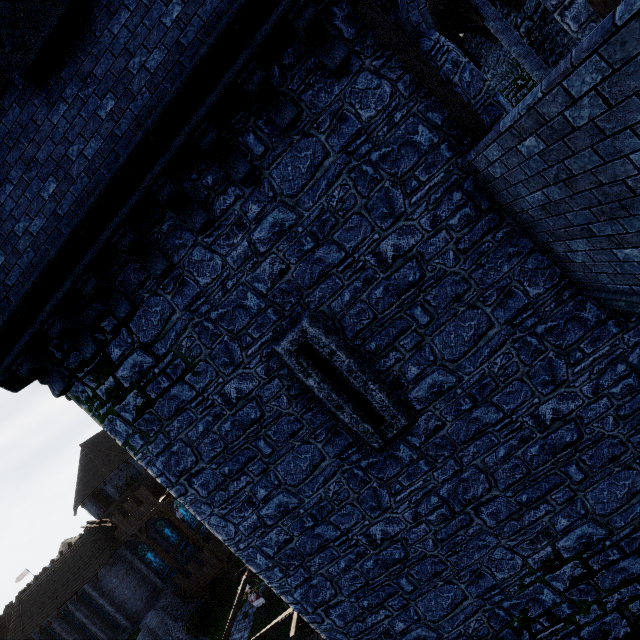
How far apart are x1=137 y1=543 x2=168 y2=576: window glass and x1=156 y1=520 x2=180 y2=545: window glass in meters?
1.5

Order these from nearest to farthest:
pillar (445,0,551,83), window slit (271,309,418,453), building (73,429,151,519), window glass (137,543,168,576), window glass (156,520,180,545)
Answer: window slit (271,309,418,453) → pillar (445,0,551,83) → window glass (137,543,168,576) → window glass (156,520,180,545) → building (73,429,151,519)

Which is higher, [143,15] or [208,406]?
[143,15]

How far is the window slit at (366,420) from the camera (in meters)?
4.99

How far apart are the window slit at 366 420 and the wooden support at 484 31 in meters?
18.3

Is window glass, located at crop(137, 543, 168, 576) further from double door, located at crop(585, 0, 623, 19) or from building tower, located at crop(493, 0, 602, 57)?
double door, located at crop(585, 0, 623, 19)

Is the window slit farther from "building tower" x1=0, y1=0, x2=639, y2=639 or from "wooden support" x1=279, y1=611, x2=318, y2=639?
"wooden support" x1=279, y1=611, x2=318, y2=639

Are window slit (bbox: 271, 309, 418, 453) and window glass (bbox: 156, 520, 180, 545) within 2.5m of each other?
Result: no
